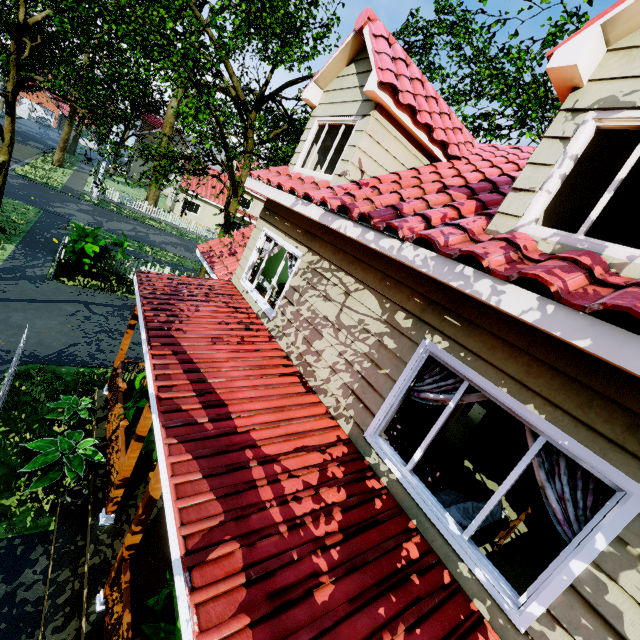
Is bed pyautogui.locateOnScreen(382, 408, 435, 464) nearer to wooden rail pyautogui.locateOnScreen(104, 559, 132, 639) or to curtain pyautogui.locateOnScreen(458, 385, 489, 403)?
curtain pyautogui.locateOnScreen(458, 385, 489, 403)

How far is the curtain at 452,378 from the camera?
3.3 meters

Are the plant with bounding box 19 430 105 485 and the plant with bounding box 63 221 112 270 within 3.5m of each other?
no

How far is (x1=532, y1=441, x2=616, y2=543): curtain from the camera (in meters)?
2.35

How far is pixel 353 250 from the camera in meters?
4.7 m

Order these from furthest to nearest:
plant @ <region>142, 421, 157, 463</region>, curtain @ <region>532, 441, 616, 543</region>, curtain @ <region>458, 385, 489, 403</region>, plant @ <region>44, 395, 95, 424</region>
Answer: plant @ <region>44, 395, 95, 424</region>, plant @ <region>142, 421, 157, 463</region>, curtain @ <region>458, 385, 489, 403</region>, curtain @ <region>532, 441, 616, 543</region>

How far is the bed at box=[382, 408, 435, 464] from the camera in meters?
4.1 m

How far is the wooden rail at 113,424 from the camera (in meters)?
6.07
